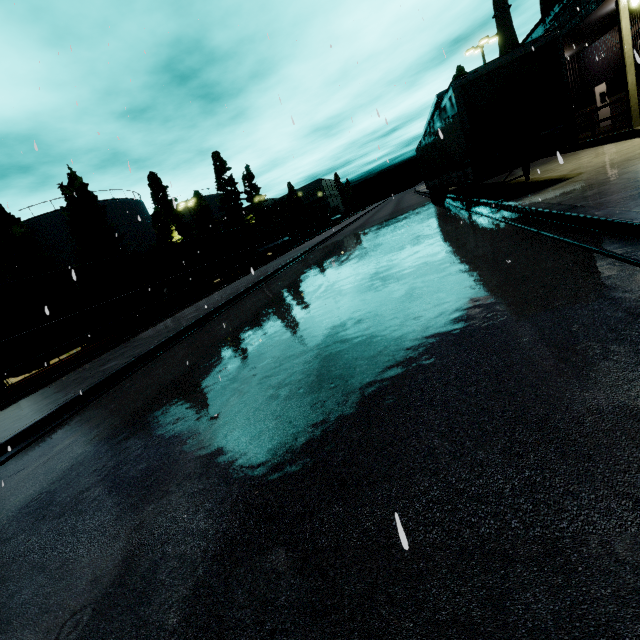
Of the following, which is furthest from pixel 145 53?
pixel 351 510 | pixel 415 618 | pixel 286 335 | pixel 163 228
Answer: pixel 163 228

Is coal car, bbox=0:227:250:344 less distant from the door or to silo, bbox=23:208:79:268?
silo, bbox=23:208:79:268

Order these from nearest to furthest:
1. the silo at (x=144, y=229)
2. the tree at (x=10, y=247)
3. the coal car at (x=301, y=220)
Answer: the tree at (x=10, y=247), the silo at (x=144, y=229), the coal car at (x=301, y=220)

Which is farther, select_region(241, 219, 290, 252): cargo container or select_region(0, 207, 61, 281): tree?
select_region(241, 219, 290, 252): cargo container

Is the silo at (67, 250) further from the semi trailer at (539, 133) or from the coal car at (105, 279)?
the coal car at (105, 279)

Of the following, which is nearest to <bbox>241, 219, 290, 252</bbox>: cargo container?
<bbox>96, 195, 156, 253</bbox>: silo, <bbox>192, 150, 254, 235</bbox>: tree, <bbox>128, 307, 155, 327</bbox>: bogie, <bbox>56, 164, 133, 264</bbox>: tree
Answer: <bbox>96, 195, 156, 253</bbox>: silo

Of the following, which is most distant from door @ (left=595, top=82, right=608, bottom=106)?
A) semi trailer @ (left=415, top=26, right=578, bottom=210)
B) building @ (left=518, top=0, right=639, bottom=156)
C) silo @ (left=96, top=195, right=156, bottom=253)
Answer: silo @ (left=96, top=195, right=156, bottom=253)

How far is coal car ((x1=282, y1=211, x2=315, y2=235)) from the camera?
45.8m
